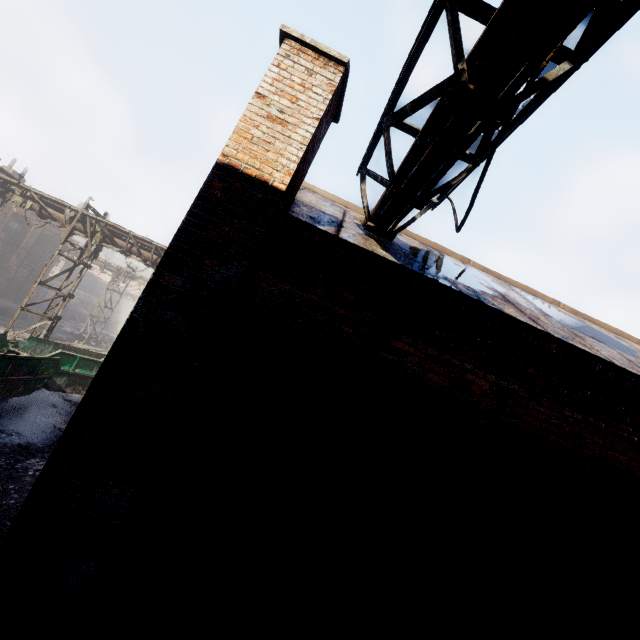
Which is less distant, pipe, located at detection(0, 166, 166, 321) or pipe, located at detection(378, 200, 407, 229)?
pipe, located at detection(378, 200, 407, 229)

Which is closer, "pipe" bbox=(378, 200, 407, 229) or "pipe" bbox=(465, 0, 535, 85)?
"pipe" bbox=(465, 0, 535, 85)

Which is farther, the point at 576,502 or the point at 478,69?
the point at 576,502

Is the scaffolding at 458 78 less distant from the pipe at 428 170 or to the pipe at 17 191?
the pipe at 428 170

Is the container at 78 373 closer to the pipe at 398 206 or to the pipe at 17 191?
the pipe at 17 191

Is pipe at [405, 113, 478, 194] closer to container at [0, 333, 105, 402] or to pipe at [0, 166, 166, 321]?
pipe at [0, 166, 166, 321]

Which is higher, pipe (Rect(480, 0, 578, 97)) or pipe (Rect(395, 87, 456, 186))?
pipe (Rect(395, 87, 456, 186))

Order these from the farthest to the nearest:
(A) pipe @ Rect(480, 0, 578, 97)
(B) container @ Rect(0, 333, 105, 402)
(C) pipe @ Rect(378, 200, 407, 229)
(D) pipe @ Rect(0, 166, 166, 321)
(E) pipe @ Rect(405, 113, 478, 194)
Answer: (D) pipe @ Rect(0, 166, 166, 321)
(B) container @ Rect(0, 333, 105, 402)
(C) pipe @ Rect(378, 200, 407, 229)
(E) pipe @ Rect(405, 113, 478, 194)
(A) pipe @ Rect(480, 0, 578, 97)
